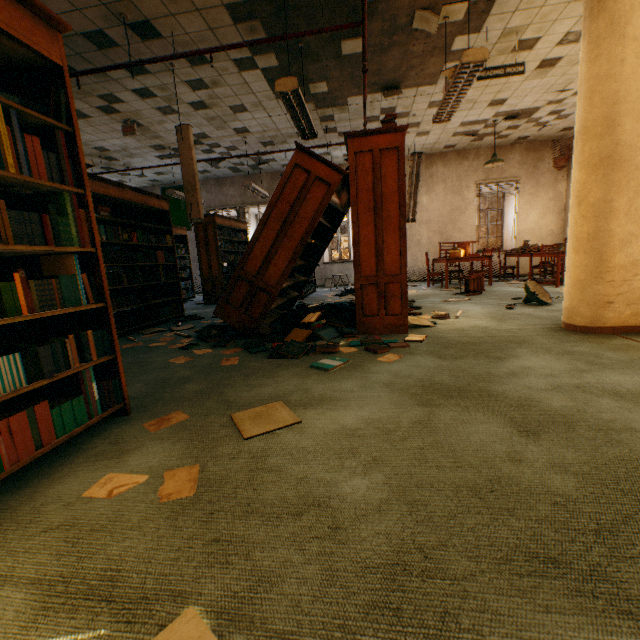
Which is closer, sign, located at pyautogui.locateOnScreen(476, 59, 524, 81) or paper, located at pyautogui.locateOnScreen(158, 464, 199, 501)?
paper, located at pyautogui.locateOnScreen(158, 464, 199, 501)

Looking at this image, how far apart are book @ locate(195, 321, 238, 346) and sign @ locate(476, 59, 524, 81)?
4.92m

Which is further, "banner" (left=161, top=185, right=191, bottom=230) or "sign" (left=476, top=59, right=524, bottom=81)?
"banner" (left=161, top=185, right=191, bottom=230)

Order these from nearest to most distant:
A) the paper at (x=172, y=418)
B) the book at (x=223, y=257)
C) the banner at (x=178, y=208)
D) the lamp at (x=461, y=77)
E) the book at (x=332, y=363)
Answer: the paper at (x=172, y=418) < the book at (x=332, y=363) < the lamp at (x=461, y=77) < the book at (x=223, y=257) < the banner at (x=178, y=208)

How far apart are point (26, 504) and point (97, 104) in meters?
7.2

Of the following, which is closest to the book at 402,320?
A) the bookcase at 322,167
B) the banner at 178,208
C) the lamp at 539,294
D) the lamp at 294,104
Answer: the bookcase at 322,167

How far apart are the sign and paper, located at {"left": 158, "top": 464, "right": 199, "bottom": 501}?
6.0m

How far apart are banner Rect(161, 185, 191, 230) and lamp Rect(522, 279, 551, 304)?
10.6 meters
